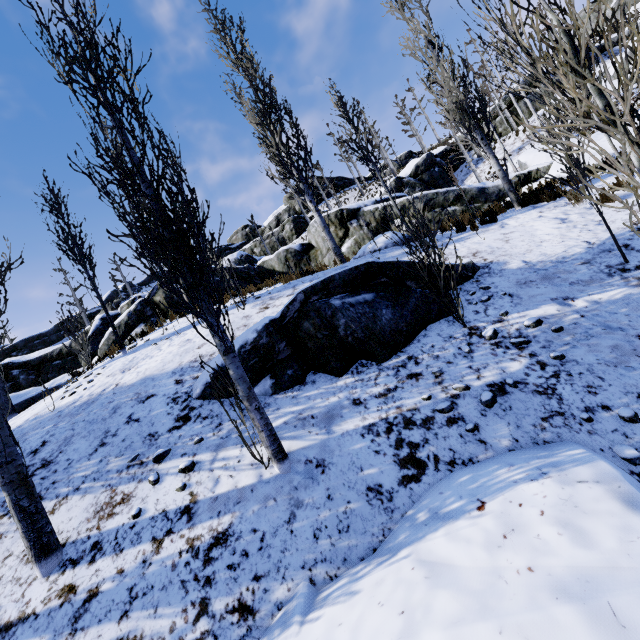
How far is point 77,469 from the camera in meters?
4.4 m

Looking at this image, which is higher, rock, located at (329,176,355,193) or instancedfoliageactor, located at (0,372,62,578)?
rock, located at (329,176,355,193)

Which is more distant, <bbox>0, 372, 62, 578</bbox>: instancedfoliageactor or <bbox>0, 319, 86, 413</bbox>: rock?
<bbox>0, 319, 86, 413</bbox>: rock

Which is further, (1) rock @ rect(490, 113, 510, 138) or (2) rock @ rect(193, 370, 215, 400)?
(1) rock @ rect(490, 113, 510, 138)

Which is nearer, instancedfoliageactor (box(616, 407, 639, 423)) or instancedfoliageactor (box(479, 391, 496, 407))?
instancedfoliageactor (box(616, 407, 639, 423))

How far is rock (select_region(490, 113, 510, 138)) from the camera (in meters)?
29.28

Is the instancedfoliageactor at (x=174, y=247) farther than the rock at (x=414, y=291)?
No

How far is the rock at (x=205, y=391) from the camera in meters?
5.0 m
